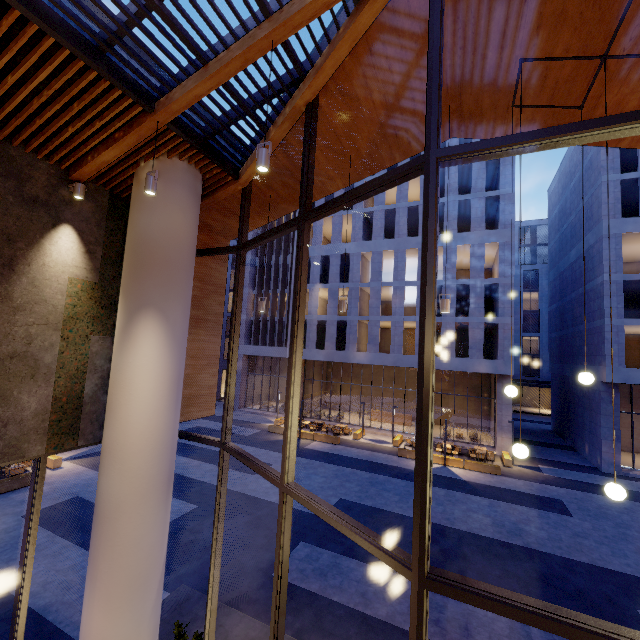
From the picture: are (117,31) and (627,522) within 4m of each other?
no

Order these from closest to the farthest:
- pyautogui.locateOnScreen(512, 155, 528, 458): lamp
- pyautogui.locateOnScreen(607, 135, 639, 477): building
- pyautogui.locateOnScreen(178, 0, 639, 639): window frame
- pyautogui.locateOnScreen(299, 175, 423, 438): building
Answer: pyautogui.locateOnScreen(178, 0, 639, 639): window frame, pyautogui.locateOnScreen(512, 155, 528, 458): lamp, pyautogui.locateOnScreen(607, 135, 639, 477): building, pyautogui.locateOnScreen(299, 175, 423, 438): building

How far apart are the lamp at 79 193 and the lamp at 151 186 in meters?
1.7 m

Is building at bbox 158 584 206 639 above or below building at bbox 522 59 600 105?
below

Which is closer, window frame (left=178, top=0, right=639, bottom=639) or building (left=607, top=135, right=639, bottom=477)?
window frame (left=178, top=0, right=639, bottom=639)

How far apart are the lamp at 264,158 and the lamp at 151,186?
1.8 meters

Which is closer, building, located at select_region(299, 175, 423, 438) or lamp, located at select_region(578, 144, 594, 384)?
lamp, located at select_region(578, 144, 594, 384)

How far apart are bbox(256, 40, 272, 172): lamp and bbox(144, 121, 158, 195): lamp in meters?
1.8
